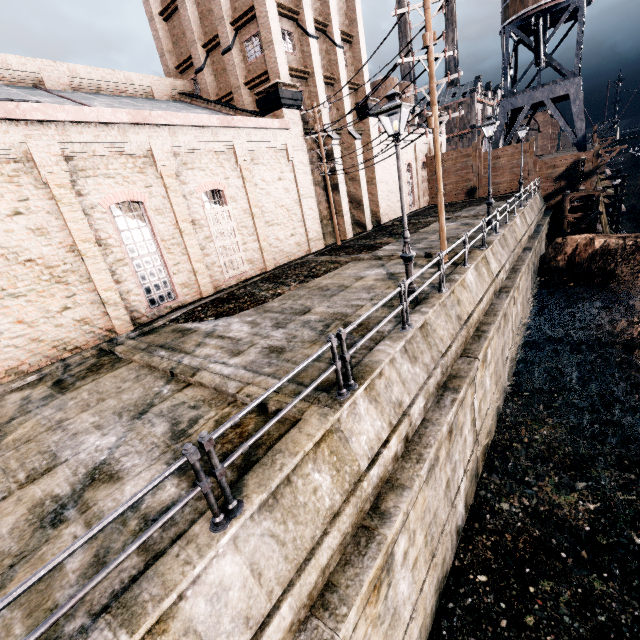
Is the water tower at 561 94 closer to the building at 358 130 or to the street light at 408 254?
the building at 358 130

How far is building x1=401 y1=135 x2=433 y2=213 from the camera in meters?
33.8

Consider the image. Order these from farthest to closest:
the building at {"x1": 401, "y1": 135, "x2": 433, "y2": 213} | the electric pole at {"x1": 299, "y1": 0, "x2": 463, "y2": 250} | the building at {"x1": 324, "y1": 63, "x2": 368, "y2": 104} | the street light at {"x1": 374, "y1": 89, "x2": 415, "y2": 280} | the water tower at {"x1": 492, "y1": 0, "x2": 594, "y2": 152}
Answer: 1. the building at {"x1": 401, "y1": 135, "x2": 433, "y2": 213}
2. the water tower at {"x1": 492, "y1": 0, "x2": 594, "y2": 152}
3. the building at {"x1": 324, "y1": 63, "x2": 368, "y2": 104}
4. the electric pole at {"x1": 299, "y1": 0, "x2": 463, "y2": 250}
5. the street light at {"x1": 374, "y1": 89, "x2": 415, "y2": 280}

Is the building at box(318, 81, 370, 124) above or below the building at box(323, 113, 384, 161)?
above

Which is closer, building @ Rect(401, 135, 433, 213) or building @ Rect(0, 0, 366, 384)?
building @ Rect(0, 0, 366, 384)

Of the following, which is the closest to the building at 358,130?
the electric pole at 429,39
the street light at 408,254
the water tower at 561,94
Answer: the electric pole at 429,39

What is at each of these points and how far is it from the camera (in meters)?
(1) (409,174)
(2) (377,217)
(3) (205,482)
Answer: (1) building, 34.97
(2) building, 30.20
(3) metal railing, 3.82
